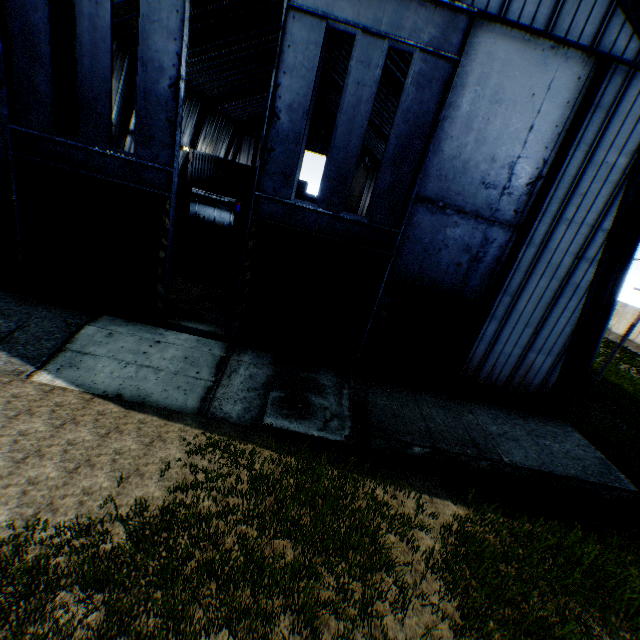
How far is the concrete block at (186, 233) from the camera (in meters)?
22.05

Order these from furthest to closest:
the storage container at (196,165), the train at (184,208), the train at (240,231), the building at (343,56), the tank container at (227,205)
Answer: the storage container at (196,165) < the tank container at (227,205) < the building at (343,56) < the train at (184,208) < the train at (240,231)

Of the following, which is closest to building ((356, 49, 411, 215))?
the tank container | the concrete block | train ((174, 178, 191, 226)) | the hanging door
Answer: the hanging door

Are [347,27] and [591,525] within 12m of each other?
no

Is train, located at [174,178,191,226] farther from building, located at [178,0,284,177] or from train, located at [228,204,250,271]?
train, located at [228,204,250,271]

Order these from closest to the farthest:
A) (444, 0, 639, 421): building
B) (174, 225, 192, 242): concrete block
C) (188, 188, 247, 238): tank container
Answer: (444, 0, 639, 421): building < (174, 225, 192, 242): concrete block < (188, 188, 247, 238): tank container

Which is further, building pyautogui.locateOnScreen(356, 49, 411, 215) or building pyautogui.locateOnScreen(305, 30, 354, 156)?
building pyautogui.locateOnScreen(305, 30, 354, 156)

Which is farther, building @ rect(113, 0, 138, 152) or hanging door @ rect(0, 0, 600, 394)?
building @ rect(113, 0, 138, 152)
